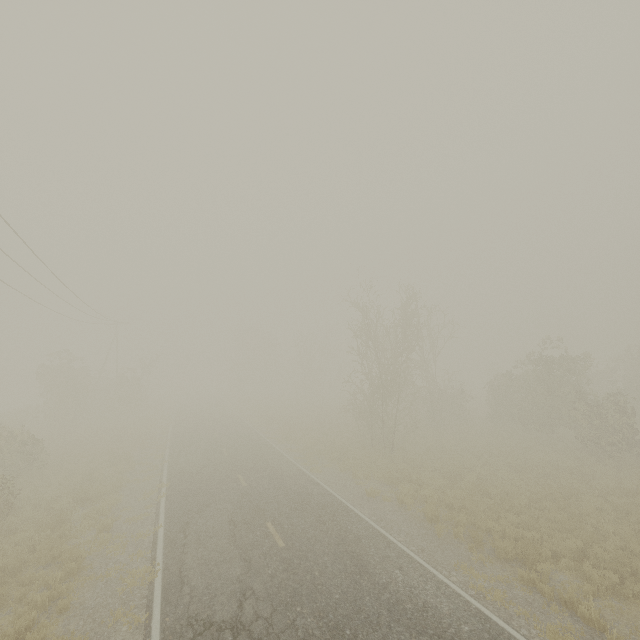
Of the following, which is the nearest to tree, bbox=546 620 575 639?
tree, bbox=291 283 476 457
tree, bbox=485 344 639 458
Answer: tree, bbox=485 344 639 458

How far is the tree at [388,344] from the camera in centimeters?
2186cm

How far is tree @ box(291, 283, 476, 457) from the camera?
21.9 meters

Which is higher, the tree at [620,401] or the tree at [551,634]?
the tree at [620,401]

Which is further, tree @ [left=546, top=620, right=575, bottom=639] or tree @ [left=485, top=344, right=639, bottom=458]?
tree @ [left=485, top=344, right=639, bottom=458]

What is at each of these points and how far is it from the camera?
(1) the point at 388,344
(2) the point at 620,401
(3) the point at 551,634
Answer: (1) tree, 37.0m
(2) tree, 19.7m
(3) tree, 7.2m
